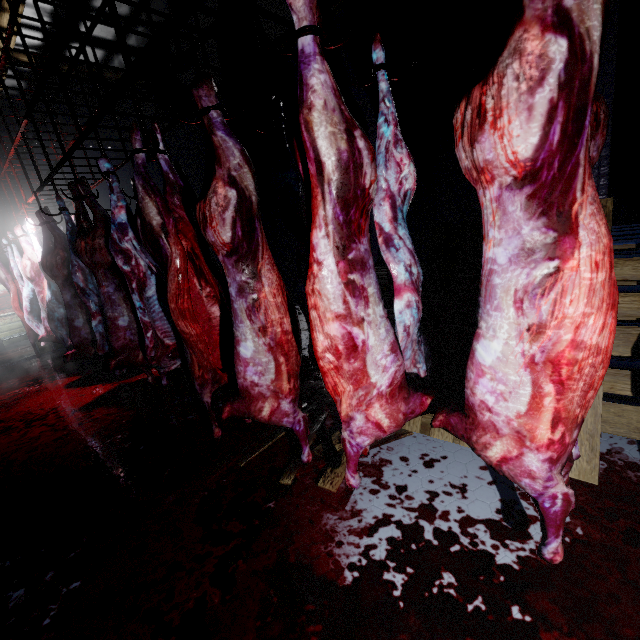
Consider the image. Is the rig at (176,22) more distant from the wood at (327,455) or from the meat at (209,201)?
the wood at (327,455)

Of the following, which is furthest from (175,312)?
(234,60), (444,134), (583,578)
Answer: (234,60)

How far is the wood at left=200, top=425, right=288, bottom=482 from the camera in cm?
220

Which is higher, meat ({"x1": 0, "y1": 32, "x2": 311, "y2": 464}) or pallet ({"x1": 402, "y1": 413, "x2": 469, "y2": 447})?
meat ({"x1": 0, "y1": 32, "x2": 311, "y2": 464})

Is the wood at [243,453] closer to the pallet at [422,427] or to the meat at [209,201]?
the pallet at [422,427]

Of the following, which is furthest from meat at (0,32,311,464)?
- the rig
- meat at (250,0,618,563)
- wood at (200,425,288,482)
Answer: meat at (250,0,618,563)

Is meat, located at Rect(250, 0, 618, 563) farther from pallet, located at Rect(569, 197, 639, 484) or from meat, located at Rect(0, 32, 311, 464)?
meat, located at Rect(0, 32, 311, 464)

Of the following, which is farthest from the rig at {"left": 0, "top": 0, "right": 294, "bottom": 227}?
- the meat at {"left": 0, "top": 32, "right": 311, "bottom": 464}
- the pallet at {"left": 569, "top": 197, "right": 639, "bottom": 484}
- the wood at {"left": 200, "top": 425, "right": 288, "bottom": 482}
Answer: the wood at {"left": 200, "top": 425, "right": 288, "bottom": 482}
